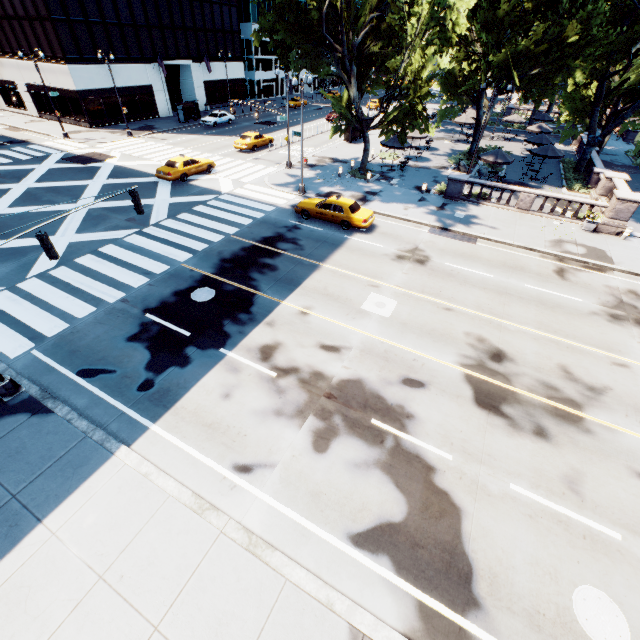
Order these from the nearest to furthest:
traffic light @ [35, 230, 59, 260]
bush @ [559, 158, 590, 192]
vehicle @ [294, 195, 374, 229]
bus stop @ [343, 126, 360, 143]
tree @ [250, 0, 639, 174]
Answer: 1. traffic light @ [35, 230, 59, 260]
2. tree @ [250, 0, 639, 174]
3. vehicle @ [294, 195, 374, 229]
4. bush @ [559, 158, 590, 192]
5. bus stop @ [343, 126, 360, 143]

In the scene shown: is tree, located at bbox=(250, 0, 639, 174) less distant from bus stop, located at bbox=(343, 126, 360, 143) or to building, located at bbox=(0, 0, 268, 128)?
bus stop, located at bbox=(343, 126, 360, 143)

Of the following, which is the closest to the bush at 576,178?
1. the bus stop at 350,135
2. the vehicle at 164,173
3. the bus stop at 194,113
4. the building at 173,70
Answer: the bus stop at 350,135

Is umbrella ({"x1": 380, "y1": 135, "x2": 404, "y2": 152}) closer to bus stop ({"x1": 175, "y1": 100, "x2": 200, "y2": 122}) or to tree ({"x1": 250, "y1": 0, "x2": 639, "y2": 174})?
tree ({"x1": 250, "y1": 0, "x2": 639, "y2": 174})

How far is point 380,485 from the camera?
8.7m

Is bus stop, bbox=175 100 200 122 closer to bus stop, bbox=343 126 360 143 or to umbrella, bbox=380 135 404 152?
bus stop, bbox=343 126 360 143

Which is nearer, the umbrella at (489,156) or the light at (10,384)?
the light at (10,384)

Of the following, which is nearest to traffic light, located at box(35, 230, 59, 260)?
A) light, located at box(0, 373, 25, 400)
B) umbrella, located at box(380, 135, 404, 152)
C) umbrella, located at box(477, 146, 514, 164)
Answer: light, located at box(0, 373, 25, 400)
